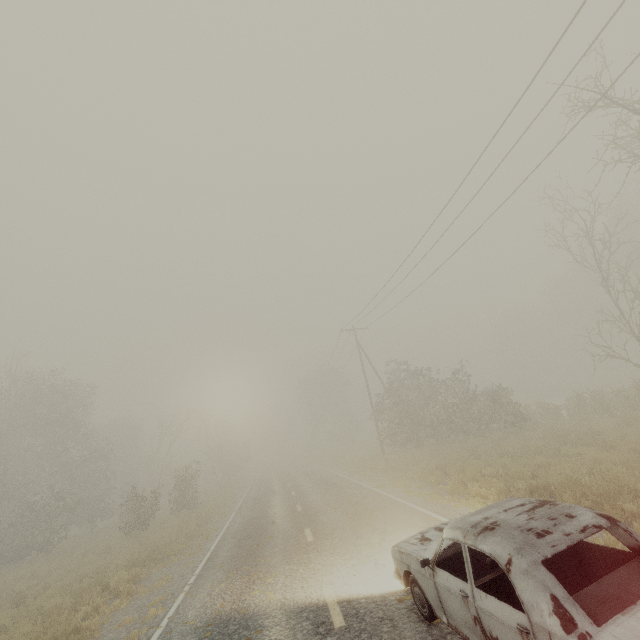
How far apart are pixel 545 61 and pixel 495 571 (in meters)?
11.28

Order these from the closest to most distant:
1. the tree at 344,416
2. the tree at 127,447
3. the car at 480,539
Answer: the car at 480,539, the tree at 127,447, the tree at 344,416

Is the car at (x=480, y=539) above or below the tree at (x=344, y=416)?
below

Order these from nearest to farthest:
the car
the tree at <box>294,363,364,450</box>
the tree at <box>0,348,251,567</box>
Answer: the car → the tree at <box>0,348,251,567</box> → the tree at <box>294,363,364,450</box>

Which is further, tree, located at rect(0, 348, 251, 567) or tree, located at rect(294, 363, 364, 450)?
tree, located at rect(294, 363, 364, 450)

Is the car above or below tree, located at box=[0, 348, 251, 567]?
below

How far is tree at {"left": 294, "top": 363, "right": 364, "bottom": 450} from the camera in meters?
51.9 m
